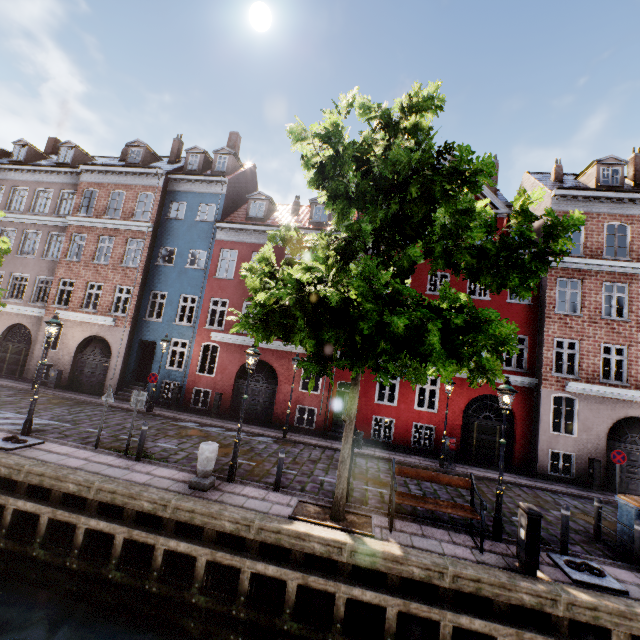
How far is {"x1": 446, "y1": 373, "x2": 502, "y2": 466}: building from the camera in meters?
15.7 m

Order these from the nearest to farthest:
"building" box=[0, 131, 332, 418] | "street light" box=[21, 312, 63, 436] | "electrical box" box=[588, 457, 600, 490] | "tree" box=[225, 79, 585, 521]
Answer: "tree" box=[225, 79, 585, 521] < "street light" box=[21, 312, 63, 436] < "electrical box" box=[588, 457, 600, 490] < "building" box=[0, 131, 332, 418]

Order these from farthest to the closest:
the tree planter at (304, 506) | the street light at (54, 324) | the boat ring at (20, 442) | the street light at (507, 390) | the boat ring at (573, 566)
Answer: the street light at (54, 324) < the boat ring at (20, 442) < the street light at (507, 390) < the tree planter at (304, 506) < the boat ring at (573, 566)

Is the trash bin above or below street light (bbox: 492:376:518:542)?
below

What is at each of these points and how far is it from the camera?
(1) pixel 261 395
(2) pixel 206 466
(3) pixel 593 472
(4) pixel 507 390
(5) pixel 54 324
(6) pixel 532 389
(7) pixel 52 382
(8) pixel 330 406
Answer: (1) building, 17.6m
(2) pillar, 8.3m
(3) electrical box, 13.9m
(4) street light, 8.1m
(5) street light, 10.5m
(6) building, 15.6m
(7) electrical box, 18.5m
(8) building, 16.8m

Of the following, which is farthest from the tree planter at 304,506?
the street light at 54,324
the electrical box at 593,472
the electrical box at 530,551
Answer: the electrical box at 593,472

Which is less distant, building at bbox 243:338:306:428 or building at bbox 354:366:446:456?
building at bbox 354:366:446:456

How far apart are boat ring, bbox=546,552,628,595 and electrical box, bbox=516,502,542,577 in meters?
0.8
